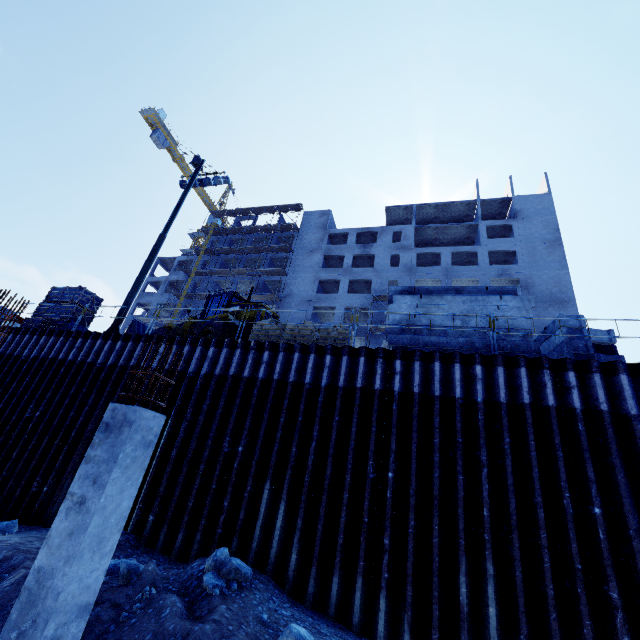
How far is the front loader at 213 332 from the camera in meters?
13.6

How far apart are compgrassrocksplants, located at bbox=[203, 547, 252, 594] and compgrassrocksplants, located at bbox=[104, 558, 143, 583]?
1.1 meters

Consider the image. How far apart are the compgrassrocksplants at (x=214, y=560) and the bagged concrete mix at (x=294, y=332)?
5.7m

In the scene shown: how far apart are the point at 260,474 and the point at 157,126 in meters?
67.9

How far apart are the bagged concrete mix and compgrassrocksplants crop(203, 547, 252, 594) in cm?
573

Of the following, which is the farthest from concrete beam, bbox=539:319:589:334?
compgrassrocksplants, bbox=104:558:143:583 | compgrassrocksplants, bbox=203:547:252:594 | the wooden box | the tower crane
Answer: the tower crane

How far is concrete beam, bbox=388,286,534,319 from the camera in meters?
9.5 m

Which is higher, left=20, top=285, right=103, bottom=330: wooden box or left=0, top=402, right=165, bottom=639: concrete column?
left=20, top=285, right=103, bottom=330: wooden box
